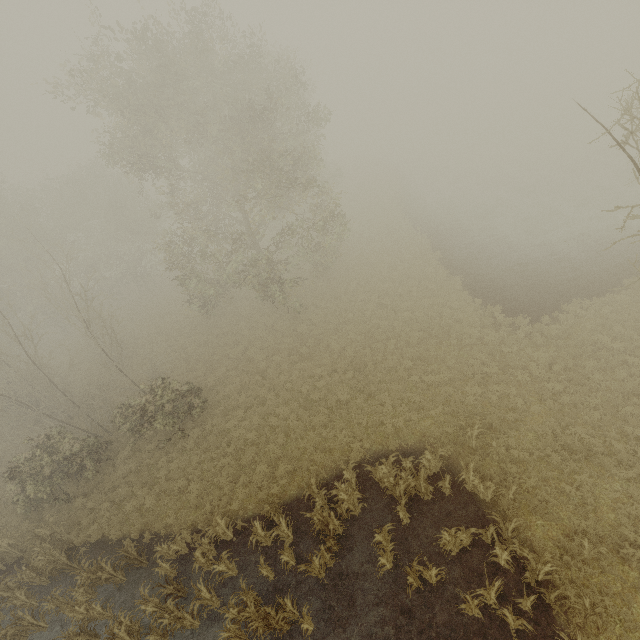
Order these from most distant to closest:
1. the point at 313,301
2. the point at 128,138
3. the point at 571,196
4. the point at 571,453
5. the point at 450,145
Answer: the point at 450,145, the point at 571,196, the point at 313,301, the point at 128,138, the point at 571,453
